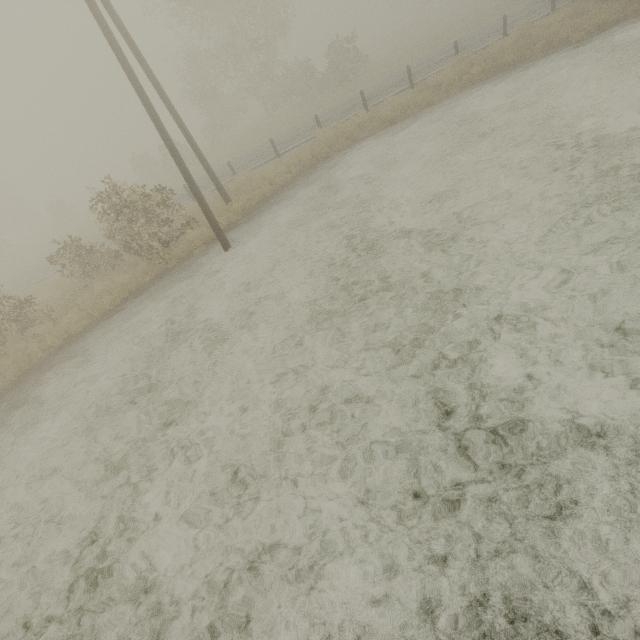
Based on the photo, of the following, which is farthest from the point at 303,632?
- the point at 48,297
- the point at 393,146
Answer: the point at 48,297

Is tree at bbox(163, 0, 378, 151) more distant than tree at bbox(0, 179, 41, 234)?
No

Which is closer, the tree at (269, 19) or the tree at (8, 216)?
the tree at (269, 19)
